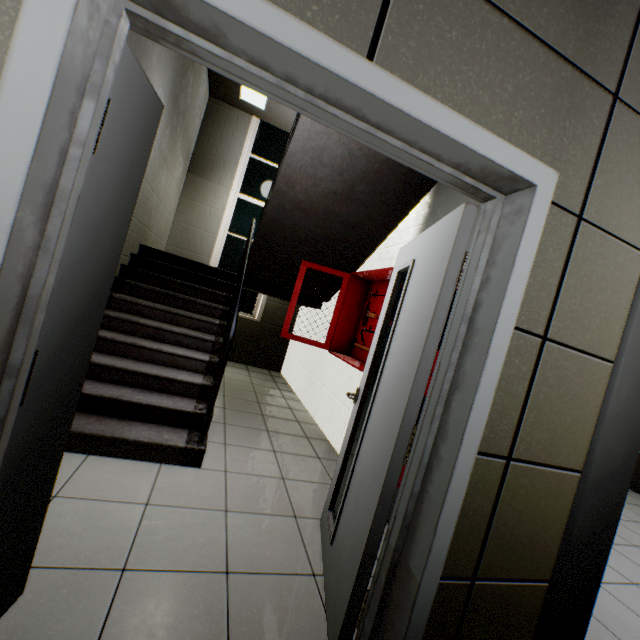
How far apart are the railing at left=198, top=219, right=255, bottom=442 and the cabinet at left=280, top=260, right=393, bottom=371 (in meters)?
0.63

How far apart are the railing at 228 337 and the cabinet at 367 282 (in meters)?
0.63

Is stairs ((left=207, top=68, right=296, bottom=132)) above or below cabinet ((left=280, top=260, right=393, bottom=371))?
above

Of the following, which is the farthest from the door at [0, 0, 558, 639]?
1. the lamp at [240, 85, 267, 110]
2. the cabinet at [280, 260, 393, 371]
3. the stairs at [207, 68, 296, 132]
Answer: the lamp at [240, 85, 267, 110]

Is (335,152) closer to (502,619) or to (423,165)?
(423,165)

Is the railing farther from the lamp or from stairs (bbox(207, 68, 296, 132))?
the lamp

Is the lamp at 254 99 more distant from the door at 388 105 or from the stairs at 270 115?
the door at 388 105

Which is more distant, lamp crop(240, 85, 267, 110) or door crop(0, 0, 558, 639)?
lamp crop(240, 85, 267, 110)
